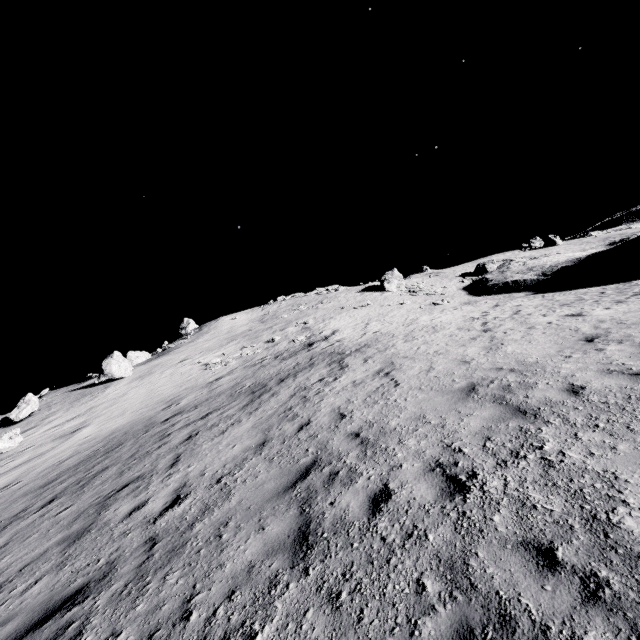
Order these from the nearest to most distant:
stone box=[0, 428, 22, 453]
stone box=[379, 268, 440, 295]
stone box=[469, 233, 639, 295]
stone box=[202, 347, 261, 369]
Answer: stone box=[0, 428, 22, 453] → stone box=[202, 347, 261, 369] → stone box=[469, 233, 639, 295] → stone box=[379, 268, 440, 295]

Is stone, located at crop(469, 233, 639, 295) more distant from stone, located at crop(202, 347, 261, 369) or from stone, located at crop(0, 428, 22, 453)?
stone, located at crop(0, 428, 22, 453)

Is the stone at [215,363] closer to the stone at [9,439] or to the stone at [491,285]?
the stone at [9,439]

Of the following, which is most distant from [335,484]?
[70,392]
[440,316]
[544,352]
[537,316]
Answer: [70,392]

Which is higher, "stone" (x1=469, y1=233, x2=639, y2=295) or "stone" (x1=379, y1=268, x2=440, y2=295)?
"stone" (x1=379, y1=268, x2=440, y2=295)

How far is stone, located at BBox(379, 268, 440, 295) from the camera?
39.7m

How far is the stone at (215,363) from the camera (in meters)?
24.84

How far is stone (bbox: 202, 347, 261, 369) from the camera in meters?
24.8
